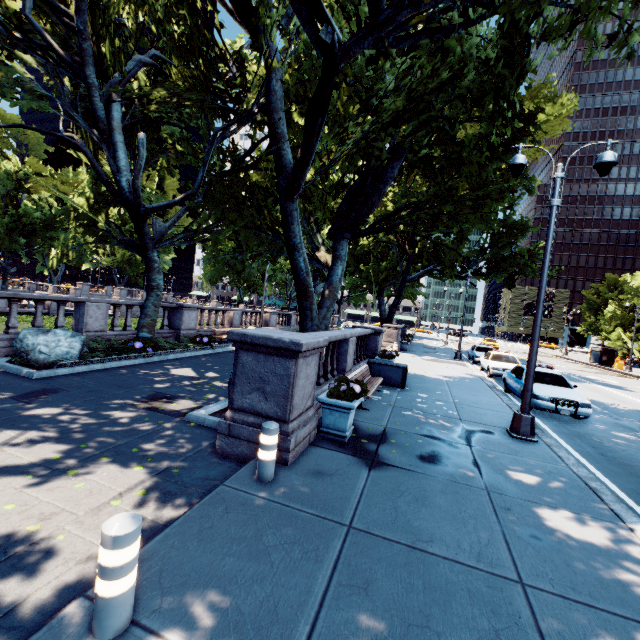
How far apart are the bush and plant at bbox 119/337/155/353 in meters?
0.0 m

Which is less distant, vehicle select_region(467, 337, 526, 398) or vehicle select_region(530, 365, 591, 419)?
vehicle select_region(530, 365, 591, 419)

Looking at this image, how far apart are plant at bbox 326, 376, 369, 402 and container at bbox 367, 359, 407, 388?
5.54m

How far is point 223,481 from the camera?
4.6m

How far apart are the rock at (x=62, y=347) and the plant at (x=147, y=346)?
1.5 meters

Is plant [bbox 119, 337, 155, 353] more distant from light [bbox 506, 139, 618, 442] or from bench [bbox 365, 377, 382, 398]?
light [bbox 506, 139, 618, 442]

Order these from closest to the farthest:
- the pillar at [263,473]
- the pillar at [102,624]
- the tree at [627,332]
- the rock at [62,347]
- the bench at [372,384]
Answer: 1. the pillar at [102,624]
2. the pillar at [263,473]
3. the bench at [372,384]
4. the rock at [62,347]
5. the tree at [627,332]

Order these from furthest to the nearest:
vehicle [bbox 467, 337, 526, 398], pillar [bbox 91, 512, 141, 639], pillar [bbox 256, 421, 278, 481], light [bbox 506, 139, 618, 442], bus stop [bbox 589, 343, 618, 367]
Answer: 1. bus stop [bbox 589, 343, 618, 367]
2. vehicle [bbox 467, 337, 526, 398]
3. light [bbox 506, 139, 618, 442]
4. pillar [bbox 256, 421, 278, 481]
5. pillar [bbox 91, 512, 141, 639]
